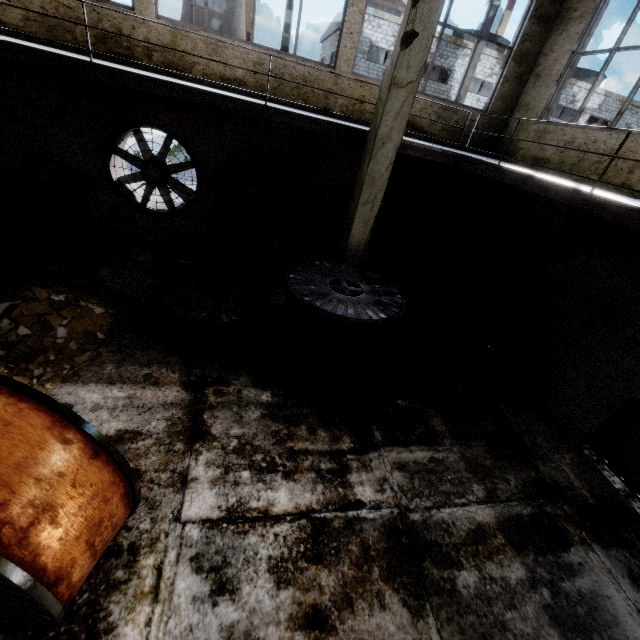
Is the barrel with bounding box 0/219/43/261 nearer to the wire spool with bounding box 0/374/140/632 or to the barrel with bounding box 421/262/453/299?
the wire spool with bounding box 0/374/140/632

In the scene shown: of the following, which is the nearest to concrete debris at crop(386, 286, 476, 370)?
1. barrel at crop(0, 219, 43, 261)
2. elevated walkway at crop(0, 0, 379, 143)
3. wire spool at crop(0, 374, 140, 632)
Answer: elevated walkway at crop(0, 0, 379, 143)

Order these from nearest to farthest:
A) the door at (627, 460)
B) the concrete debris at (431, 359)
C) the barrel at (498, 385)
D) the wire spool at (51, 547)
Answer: the wire spool at (51, 547) → the door at (627, 460) → the barrel at (498, 385) → the concrete debris at (431, 359)

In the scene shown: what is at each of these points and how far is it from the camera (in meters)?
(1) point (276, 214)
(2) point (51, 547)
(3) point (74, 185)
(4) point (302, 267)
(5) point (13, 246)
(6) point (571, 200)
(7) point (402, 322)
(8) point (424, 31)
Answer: (1) power box, 8.34
(2) wire spool, 2.12
(3) power box, 7.66
(4) wire spool, 5.86
(5) barrel, 6.91
(6) elevated walkway, 4.16
(7) barrel, 7.43
(8) column, 4.66

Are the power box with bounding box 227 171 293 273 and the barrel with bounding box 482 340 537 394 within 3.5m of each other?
no

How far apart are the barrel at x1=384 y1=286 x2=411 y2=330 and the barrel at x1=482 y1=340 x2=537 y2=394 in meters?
1.9

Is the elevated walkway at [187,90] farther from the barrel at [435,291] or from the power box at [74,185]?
the barrel at [435,291]

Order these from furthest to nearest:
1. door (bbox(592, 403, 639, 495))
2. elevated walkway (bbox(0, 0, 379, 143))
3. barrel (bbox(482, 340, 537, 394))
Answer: barrel (bbox(482, 340, 537, 394)), door (bbox(592, 403, 639, 495)), elevated walkway (bbox(0, 0, 379, 143))
